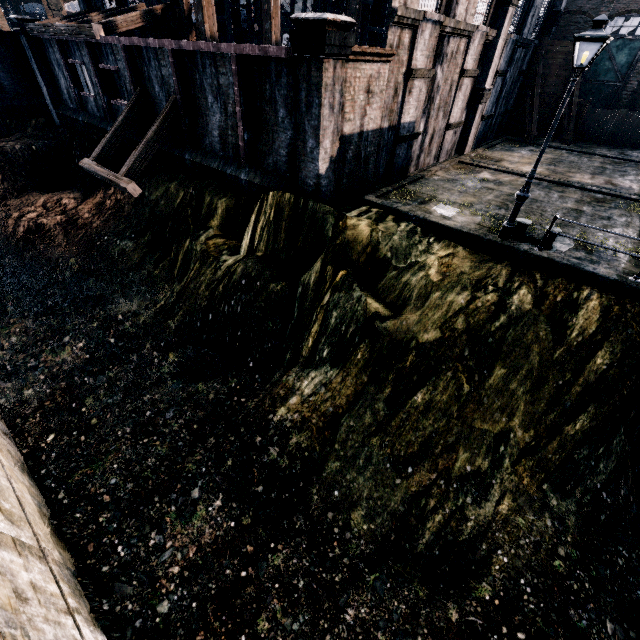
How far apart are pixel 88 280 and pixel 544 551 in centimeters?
2245cm

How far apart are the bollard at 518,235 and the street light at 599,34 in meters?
0.4 m

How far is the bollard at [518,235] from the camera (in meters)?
11.62

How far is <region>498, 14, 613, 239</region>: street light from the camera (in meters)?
7.96

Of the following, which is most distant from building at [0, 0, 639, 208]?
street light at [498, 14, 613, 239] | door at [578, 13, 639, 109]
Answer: street light at [498, 14, 613, 239]

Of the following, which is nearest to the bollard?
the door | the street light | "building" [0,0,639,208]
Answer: the street light

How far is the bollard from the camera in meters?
11.6
